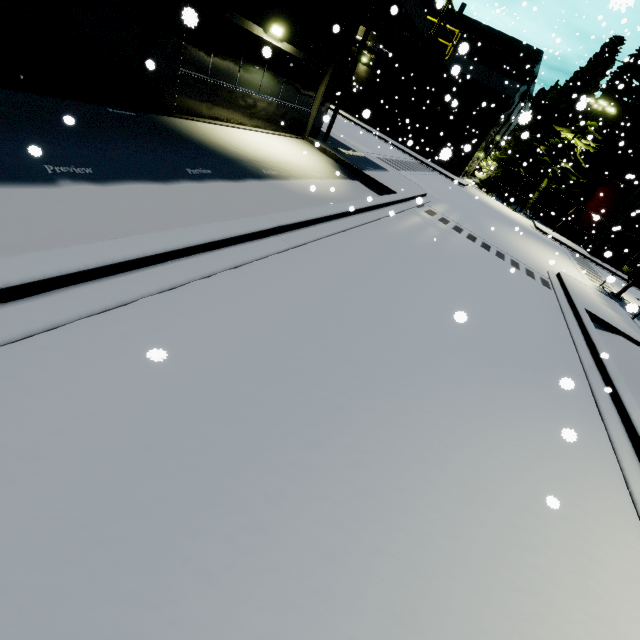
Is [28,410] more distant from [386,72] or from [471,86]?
[386,72]

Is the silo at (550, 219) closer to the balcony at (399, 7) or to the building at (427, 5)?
the building at (427, 5)

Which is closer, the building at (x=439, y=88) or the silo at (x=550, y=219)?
the building at (x=439, y=88)

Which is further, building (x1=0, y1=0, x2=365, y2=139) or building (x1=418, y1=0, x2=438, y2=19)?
building (x1=418, y1=0, x2=438, y2=19)

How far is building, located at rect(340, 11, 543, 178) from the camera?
27.8 meters

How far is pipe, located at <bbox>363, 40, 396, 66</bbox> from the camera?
31.1 meters

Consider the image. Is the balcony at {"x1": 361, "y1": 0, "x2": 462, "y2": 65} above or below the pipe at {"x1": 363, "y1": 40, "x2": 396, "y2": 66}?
below

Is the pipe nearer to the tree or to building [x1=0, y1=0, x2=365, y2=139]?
building [x1=0, y1=0, x2=365, y2=139]
